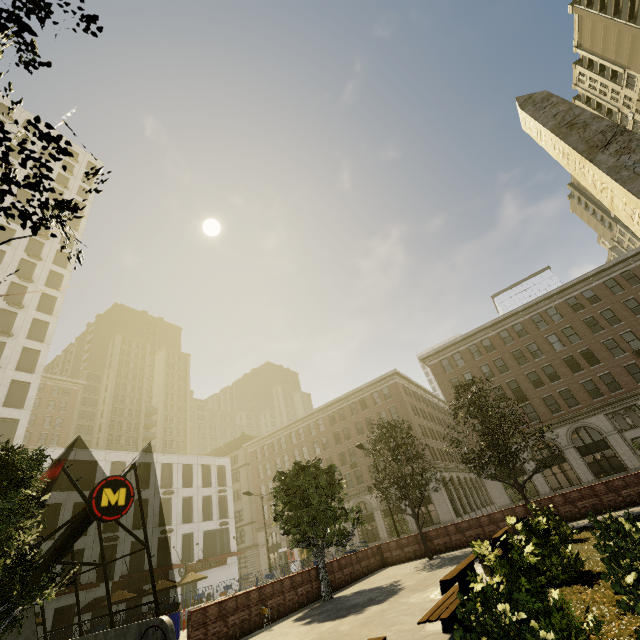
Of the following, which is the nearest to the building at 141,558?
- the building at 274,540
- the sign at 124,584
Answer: the sign at 124,584

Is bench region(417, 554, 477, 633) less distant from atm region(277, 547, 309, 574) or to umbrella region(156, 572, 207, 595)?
umbrella region(156, 572, 207, 595)

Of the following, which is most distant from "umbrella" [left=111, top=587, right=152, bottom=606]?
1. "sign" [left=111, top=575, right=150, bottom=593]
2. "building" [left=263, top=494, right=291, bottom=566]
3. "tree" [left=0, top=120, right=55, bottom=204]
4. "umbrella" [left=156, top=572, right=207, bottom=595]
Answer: "building" [left=263, top=494, right=291, bottom=566]

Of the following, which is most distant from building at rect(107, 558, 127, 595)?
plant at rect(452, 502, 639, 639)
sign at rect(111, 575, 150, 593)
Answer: plant at rect(452, 502, 639, 639)

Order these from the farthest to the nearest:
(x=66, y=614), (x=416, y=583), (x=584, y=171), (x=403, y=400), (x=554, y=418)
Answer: (x=403, y=400)
(x=554, y=418)
(x=66, y=614)
(x=416, y=583)
(x=584, y=171)

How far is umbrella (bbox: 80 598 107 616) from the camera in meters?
23.4 m

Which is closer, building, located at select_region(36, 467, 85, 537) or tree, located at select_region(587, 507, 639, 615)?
tree, located at select_region(587, 507, 639, 615)

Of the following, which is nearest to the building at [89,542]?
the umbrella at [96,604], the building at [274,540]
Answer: the umbrella at [96,604]
